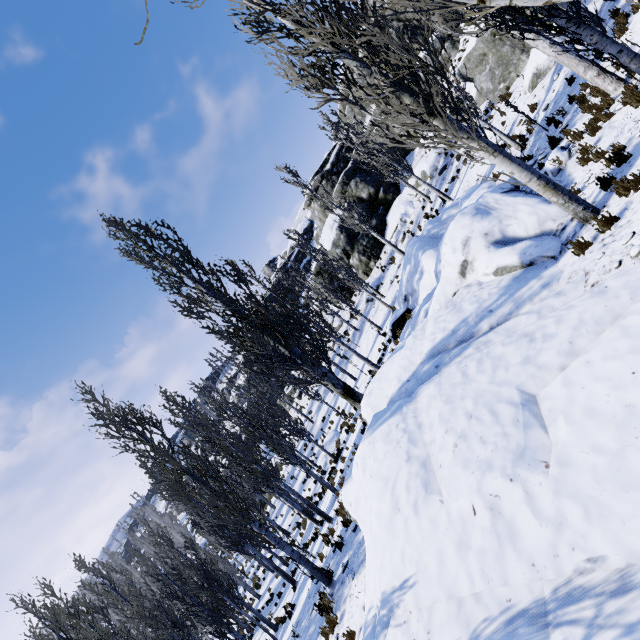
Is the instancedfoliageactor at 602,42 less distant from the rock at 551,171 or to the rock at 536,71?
the rock at 551,171

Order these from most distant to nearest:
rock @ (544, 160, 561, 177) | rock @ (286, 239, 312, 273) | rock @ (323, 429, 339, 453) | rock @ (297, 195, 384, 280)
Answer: rock @ (286, 239, 312, 273), rock @ (297, 195, 384, 280), rock @ (323, 429, 339, 453), rock @ (544, 160, 561, 177)

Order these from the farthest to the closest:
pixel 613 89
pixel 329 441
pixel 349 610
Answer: pixel 329 441 → pixel 613 89 → pixel 349 610

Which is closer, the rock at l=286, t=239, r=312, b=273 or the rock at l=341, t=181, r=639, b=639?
the rock at l=341, t=181, r=639, b=639

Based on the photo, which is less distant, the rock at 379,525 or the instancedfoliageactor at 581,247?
the rock at 379,525

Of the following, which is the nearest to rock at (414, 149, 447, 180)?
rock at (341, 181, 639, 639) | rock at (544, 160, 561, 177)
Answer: rock at (341, 181, 639, 639)

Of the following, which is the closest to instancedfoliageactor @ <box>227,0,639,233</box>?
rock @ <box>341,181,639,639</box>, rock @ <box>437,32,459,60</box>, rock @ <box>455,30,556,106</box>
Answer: rock @ <box>341,181,639,639</box>
